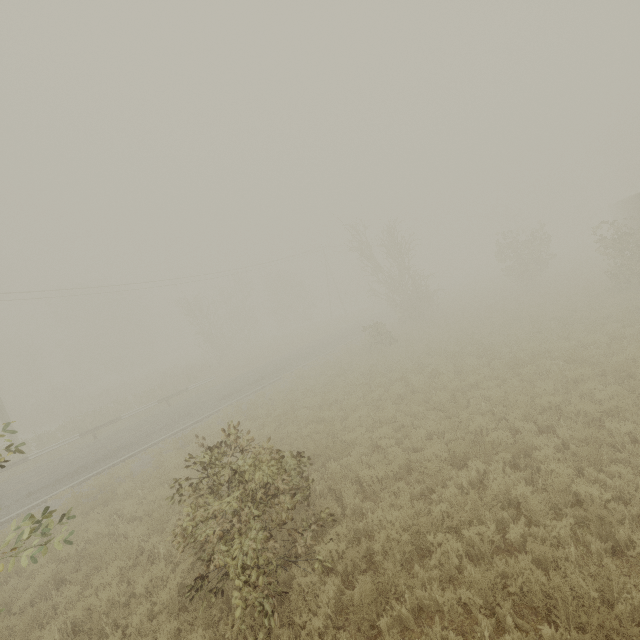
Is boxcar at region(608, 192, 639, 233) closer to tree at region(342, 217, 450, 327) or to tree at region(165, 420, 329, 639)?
tree at region(165, 420, 329, 639)

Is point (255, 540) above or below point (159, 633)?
above

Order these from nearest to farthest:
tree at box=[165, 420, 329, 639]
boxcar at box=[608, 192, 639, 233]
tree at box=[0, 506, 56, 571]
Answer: tree at box=[0, 506, 56, 571] → tree at box=[165, 420, 329, 639] → boxcar at box=[608, 192, 639, 233]

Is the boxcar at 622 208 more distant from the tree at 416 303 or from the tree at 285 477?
the tree at 416 303

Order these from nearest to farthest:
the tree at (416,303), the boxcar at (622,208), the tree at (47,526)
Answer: the tree at (47,526) < the boxcar at (622,208) < the tree at (416,303)

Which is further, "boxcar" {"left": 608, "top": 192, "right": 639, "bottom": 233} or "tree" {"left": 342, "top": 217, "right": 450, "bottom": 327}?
"tree" {"left": 342, "top": 217, "right": 450, "bottom": 327}

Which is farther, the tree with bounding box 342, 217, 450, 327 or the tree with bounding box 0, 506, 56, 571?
the tree with bounding box 342, 217, 450, 327
